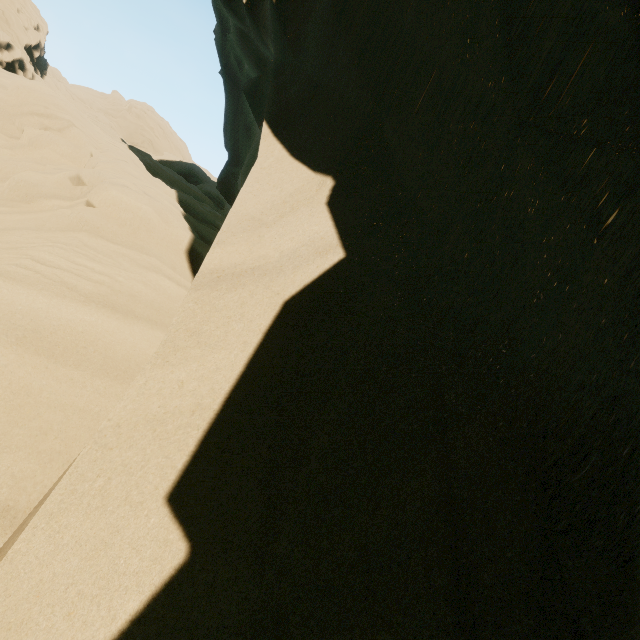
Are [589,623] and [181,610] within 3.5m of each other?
yes
